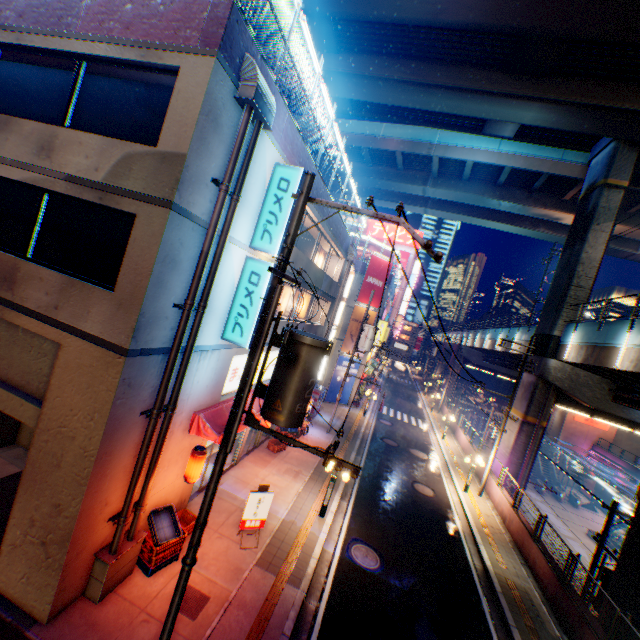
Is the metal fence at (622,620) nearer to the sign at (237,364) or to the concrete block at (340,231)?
the concrete block at (340,231)

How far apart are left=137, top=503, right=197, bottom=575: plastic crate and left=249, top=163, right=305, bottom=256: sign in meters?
7.6

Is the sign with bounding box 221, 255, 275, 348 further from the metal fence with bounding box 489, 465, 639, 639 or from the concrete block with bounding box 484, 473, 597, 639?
the concrete block with bounding box 484, 473, 597, 639

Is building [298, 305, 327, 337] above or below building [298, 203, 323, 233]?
below

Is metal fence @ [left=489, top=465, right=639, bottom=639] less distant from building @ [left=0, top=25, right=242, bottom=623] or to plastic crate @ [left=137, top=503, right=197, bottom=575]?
building @ [left=0, top=25, right=242, bottom=623]

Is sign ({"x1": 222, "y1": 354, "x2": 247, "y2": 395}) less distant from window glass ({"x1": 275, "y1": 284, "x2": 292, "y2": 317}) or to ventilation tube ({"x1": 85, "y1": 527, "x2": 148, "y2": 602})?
window glass ({"x1": 275, "y1": 284, "x2": 292, "y2": 317})

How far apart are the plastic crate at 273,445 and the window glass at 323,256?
8.98m

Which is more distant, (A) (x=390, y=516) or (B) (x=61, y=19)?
(A) (x=390, y=516)
